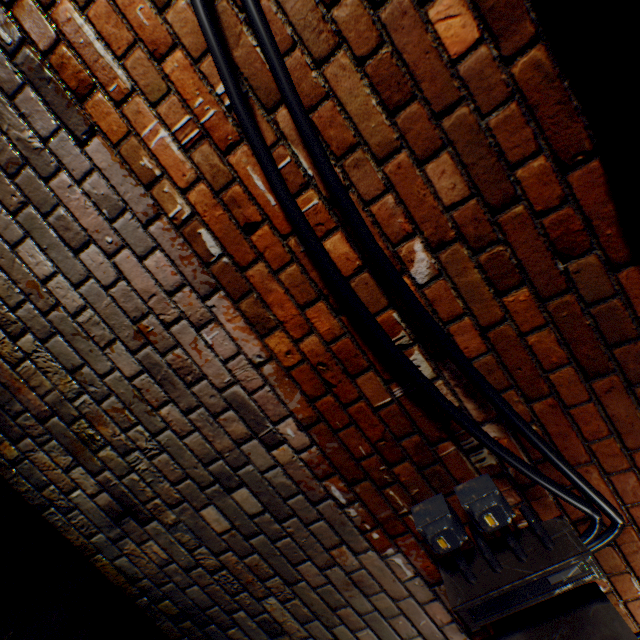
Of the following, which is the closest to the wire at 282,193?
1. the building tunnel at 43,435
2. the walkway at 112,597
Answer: the building tunnel at 43,435

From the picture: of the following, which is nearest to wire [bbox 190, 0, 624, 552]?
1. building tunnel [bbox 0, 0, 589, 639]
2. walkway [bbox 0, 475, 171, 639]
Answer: building tunnel [bbox 0, 0, 589, 639]

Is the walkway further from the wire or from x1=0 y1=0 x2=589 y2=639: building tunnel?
the wire

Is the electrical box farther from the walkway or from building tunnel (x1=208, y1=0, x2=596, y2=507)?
the walkway

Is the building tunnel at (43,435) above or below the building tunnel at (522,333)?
below

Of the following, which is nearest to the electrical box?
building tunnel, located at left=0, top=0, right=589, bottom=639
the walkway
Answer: building tunnel, located at left=0, top=0, right=589, bottom=639

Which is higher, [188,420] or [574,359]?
[574,359]
